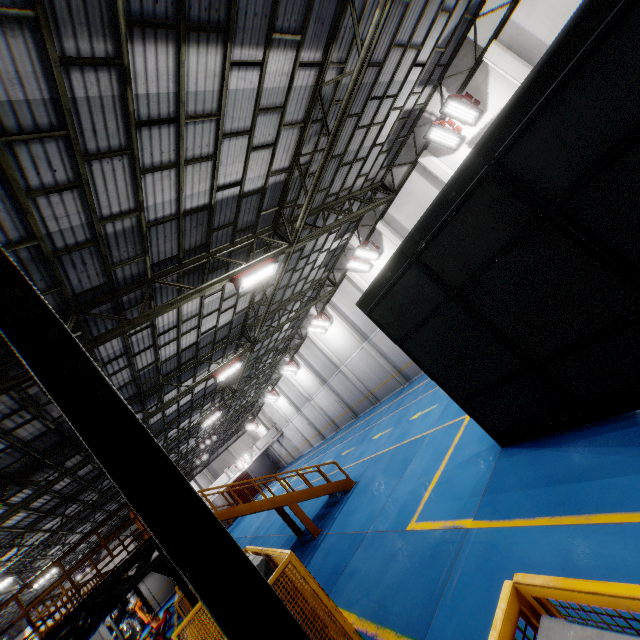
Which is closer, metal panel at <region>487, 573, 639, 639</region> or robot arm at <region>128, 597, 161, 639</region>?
metal panel at <region>487, 573, 639, 639</region>

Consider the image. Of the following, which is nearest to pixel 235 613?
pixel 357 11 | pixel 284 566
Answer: pixel 284 566

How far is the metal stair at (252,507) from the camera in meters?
11.6

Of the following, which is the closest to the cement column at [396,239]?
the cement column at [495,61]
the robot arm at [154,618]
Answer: the cement column at [495,61]

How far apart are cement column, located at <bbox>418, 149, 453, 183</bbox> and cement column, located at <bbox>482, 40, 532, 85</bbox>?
3.38m

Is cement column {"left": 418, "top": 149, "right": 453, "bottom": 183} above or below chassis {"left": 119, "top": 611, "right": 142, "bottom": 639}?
above

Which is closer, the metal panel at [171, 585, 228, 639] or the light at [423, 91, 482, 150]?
the metal panel at [171, 585, 228, 639]

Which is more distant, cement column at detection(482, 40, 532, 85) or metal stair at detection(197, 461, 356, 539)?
metal stair at detection(197, 461, 356, 539)
